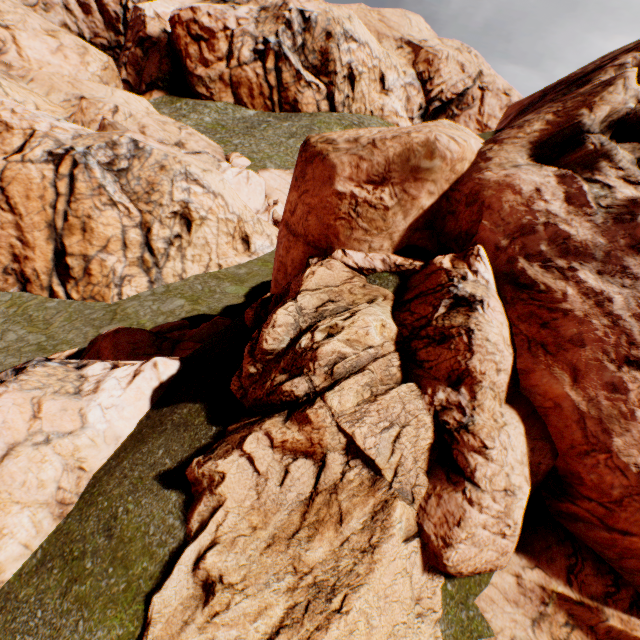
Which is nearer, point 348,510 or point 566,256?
point 348,510

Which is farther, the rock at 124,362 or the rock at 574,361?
the rock at 124,362

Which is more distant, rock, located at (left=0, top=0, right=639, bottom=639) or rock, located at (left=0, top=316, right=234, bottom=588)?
rock, located at (left=0, top=316, right=234, bottom=588)
